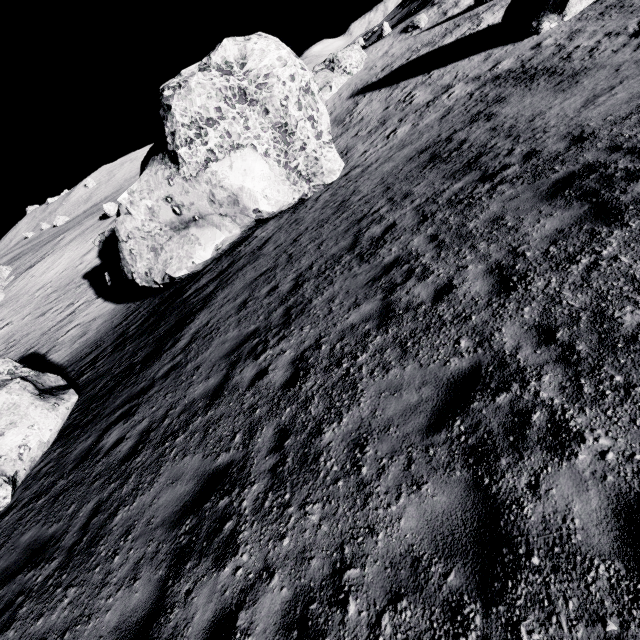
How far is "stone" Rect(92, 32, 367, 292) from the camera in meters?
13.5

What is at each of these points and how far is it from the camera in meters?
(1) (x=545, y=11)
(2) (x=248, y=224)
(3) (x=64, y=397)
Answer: (1) stone, 18.4
(2) stone, 15.8
(3) stone, 10.7

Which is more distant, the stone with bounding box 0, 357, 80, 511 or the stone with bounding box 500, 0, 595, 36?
the stone with bounding box 500, 0, 595, 36

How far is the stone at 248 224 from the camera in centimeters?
1350cm

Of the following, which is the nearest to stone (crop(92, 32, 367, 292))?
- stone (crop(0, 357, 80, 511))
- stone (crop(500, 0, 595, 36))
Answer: stone (crop(0, 357, 80, 511))

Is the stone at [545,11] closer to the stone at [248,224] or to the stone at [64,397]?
the stone at [248,224]

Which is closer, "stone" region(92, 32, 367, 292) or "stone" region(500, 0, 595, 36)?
"stone" region(92, 32, 367, 292)

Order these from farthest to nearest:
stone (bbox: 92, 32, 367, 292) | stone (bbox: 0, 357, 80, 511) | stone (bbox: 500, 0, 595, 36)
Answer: stone (bbox: 500, 0, 595, 36) → stone (bbox: 92, 32, 367, 292) → stone (bbox: 0, 357, 80, 511)
